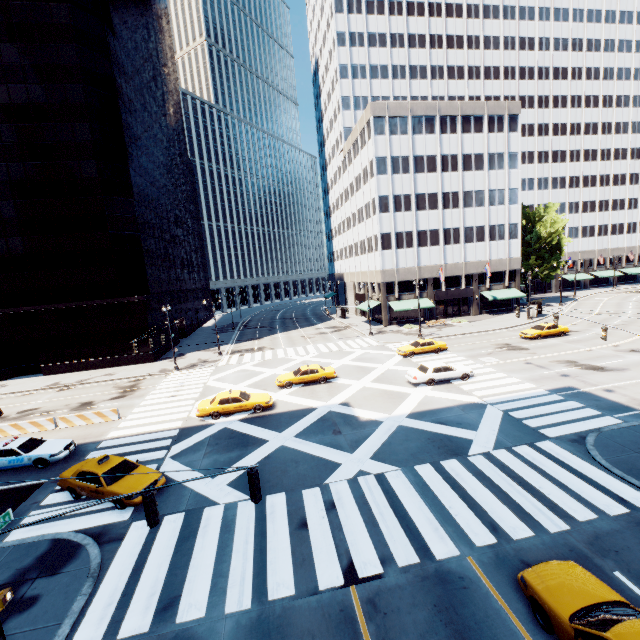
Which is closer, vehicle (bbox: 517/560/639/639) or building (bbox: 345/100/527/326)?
vehicle (bbox: 517/560/639/639)

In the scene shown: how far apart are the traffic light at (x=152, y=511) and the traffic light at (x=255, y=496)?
2.3 meters

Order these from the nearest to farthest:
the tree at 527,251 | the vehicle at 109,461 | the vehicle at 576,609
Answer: the vehicle at 576,609
the vehicle at 109,461
the tree at 527,251

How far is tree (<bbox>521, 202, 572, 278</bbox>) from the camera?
55.5m

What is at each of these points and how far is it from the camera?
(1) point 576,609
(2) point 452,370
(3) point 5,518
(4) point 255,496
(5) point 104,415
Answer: (1) vehicle, 7.6 meters
(2) vehicle, 25.1 meters
(3) light, 8.1 meters
(4) traffic light, 8.2 meters
(5) concrete barrier, 23.8 meters

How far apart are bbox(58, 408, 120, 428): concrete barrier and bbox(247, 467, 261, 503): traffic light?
20.4 meters

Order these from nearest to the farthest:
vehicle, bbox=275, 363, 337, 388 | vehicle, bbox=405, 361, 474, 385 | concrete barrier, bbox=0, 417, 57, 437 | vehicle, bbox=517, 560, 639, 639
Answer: vehicle, bbox=517, 560, 639, 639 < concrete barrier, bbox=0, 417, 57, 437 < vehicle, bbox=405, 361, 474, 385 < vehicle, bbox=275, 363, 337, 388

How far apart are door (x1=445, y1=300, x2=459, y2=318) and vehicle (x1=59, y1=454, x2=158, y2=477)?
47.8 meters
